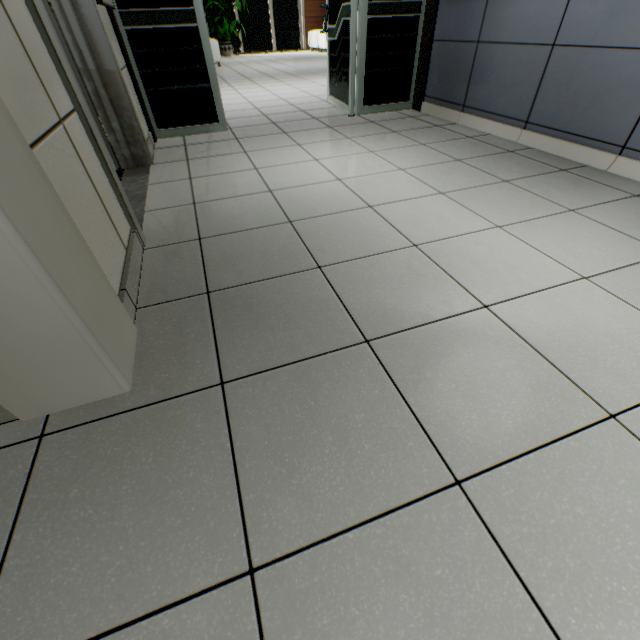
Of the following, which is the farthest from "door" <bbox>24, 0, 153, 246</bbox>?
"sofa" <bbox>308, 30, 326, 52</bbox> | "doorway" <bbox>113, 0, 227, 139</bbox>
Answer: "sofa" <bbox>308, 30, 326, 52</bbox>

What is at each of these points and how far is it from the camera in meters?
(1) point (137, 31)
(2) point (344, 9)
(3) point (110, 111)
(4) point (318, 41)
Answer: (1) doorway, 2.8
(2) doorway, 3.4
(3) door, 2.4
(4) sofa, 12.1

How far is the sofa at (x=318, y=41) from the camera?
11.7 meters

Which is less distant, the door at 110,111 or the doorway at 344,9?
the door at 110,111

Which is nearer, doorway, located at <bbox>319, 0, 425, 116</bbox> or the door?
the door

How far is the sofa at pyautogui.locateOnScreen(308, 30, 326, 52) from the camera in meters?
11.7

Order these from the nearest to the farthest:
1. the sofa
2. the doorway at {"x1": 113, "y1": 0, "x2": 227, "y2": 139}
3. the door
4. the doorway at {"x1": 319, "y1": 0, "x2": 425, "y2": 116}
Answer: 1. the door
2. the doorway at {"x1": 113, "y1": 0, "x2": 227, "y2": 139}
3. the doorway at {"x1": 319, "y1": 0, "x2": 425, "y2": 116}
4. the sofa
